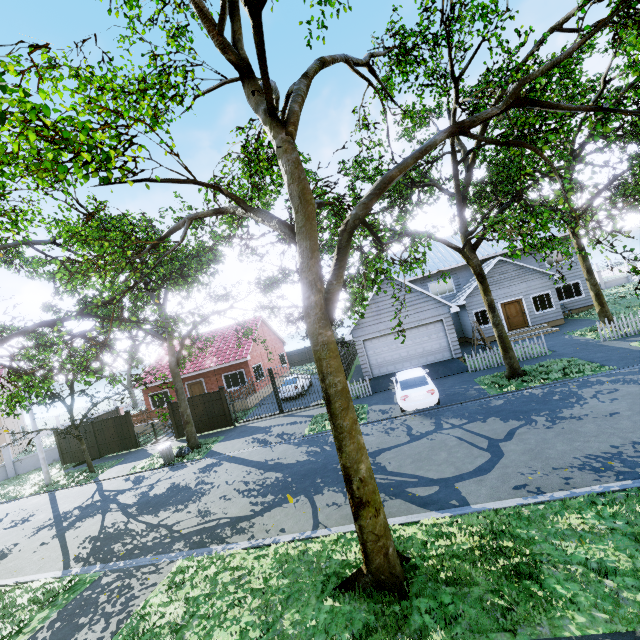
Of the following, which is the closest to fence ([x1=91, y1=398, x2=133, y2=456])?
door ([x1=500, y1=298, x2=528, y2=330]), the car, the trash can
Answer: the car

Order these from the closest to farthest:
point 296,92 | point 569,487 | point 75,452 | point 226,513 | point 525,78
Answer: point 525,78 < point 296,92 < point 569,487 < point 226,513 < point 75,452

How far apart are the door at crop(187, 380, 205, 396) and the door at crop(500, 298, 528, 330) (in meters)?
23.63

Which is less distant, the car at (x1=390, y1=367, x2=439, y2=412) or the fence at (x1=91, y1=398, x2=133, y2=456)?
the car at (x1=390, y1=367, x2=439, y2=412)

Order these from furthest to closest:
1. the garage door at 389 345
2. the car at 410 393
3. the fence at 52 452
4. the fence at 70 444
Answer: the fence at 52 452
the fence at 70 444
the garage door at 389 345
the car at 410 393

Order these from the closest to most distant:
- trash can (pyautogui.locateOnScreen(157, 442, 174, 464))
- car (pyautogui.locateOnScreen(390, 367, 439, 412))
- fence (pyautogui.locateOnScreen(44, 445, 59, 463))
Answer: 1. car (pyautogui.locateOnScreen(390, 367, 439, 412))
2. trash can (pyautogui.locateOnScreen(157, 442, 174, 464))
3. fence (pyautogui.locateOnScreen(44, 445, 59, 463))

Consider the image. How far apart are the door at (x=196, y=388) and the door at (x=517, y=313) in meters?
23.6

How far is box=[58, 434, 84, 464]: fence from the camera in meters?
22.0 m
